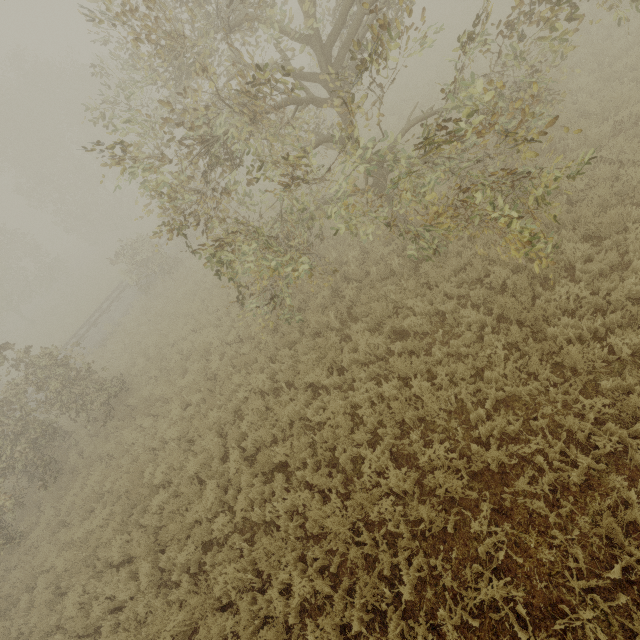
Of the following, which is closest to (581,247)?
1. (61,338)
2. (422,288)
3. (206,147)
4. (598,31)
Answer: (422,288)
